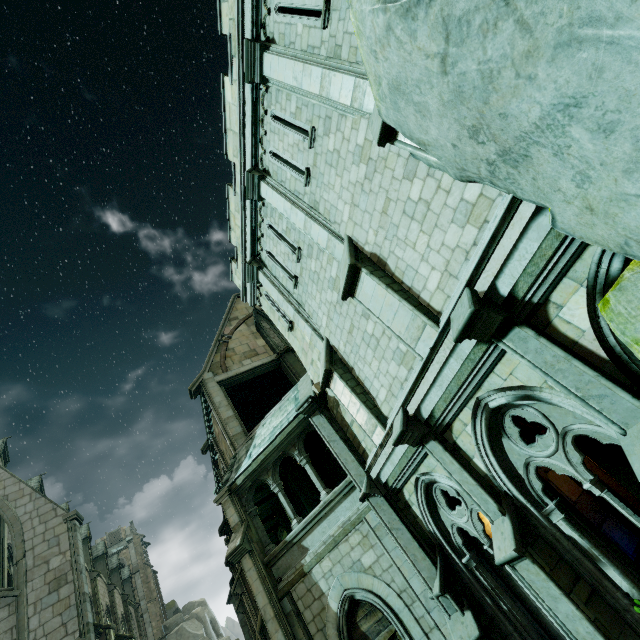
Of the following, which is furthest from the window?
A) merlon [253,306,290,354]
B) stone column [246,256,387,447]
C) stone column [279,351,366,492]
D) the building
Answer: Result: merlon [253,306,290,354]

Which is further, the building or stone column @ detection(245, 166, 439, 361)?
the building

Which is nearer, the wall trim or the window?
the window

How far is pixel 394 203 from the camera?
6.17m

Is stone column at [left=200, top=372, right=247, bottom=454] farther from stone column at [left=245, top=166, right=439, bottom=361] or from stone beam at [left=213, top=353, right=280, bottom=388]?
stone column at [left=245, top=166, right=439, bottom=361]

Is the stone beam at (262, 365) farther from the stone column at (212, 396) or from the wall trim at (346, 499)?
the wall trim at (346, 499)

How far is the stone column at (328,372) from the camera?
8.2m

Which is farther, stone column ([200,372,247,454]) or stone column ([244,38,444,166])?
stone column ([200,372,247,454])
